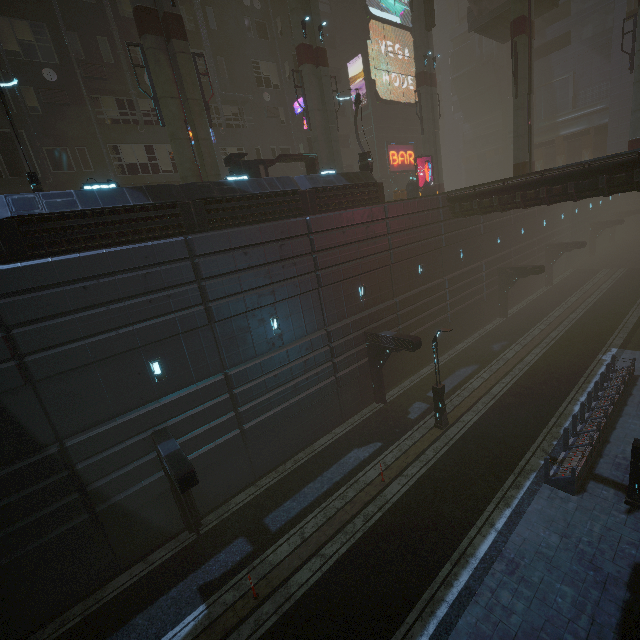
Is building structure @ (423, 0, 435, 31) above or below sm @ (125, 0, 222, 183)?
above

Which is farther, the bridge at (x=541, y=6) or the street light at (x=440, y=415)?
the bridge at (x=541, y=6)

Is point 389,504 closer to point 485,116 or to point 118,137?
point 118,137

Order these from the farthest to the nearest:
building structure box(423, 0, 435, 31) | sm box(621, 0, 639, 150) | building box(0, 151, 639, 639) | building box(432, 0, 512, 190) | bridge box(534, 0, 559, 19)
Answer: building box(432, 0, 512, 190)
bridge box(534, 0, 559, 19)
building structure box(423, 0, 435, 31)
sm box(621, 0, 639, 150)
building box(0, 151, 639, 639)

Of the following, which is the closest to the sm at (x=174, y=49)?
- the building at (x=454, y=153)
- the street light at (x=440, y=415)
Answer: the street light at (x=440, y=415)

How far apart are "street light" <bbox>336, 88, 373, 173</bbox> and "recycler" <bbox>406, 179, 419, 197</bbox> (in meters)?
7.24

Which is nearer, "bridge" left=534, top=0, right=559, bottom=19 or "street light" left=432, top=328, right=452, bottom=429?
"street light" left=432, top=328, right=452, bottom=429

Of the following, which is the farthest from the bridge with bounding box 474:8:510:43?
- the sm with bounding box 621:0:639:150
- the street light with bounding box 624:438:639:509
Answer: the street light with bounding box 624:438:639:509
